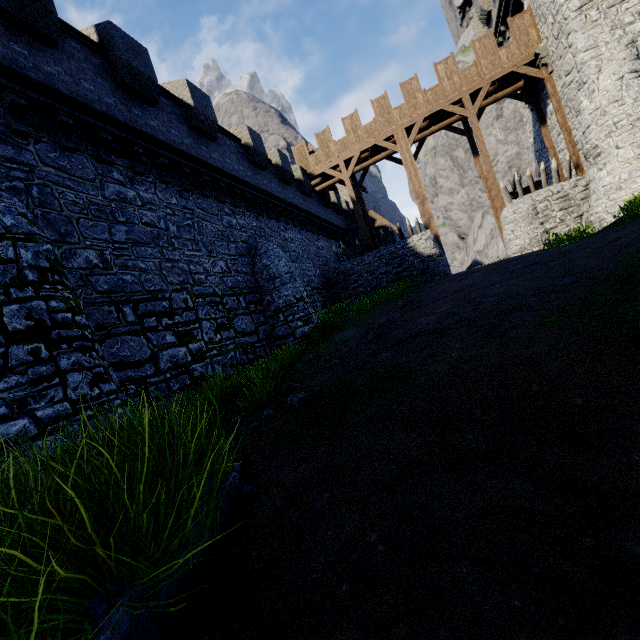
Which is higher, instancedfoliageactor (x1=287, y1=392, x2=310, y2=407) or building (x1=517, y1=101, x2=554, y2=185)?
building (x1=517, y1=101, x2=554, y2=185)

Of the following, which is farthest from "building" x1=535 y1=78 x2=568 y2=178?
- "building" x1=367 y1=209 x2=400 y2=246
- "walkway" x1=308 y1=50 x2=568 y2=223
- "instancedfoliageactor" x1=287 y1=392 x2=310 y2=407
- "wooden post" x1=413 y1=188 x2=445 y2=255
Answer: "instancedfoliageactor" x1=287 y1=392 x2=310 y2=407

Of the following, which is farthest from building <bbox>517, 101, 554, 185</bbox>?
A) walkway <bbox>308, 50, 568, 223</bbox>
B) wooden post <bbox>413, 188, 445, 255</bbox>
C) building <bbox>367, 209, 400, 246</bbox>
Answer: building <bbox>367, 209, 400, 246</bbox>

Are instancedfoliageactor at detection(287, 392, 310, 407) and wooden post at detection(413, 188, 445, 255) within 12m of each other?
no

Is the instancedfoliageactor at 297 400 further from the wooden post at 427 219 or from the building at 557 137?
the building at 557 137

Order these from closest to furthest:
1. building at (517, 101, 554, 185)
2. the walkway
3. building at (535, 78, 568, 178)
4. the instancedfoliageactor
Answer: A:
1. the instancedfoliageactor
2. the walkway
3. building at (535, 78, 568, 178)
4. building at (517, 101, 554, 185)

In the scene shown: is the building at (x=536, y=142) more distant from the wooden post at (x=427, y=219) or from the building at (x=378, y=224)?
the building at (x=378, y=224)

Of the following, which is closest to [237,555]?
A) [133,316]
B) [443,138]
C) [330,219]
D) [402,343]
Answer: [402,343]
